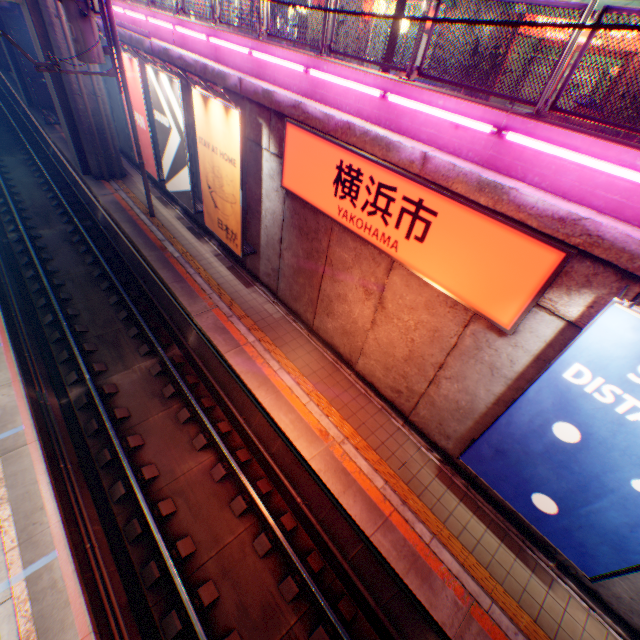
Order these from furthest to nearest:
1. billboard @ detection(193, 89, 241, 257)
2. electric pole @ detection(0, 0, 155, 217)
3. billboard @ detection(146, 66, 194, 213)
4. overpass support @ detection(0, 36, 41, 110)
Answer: overpass support @ detection(0, 36, 41, 110) → billboard @ detection(146, 66, 194, 213) → electric pole @ detection(0, 0, 155, 217) → billboard @ detection(193, 89, 241, 257)

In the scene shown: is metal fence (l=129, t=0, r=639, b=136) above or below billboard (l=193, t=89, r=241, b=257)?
above

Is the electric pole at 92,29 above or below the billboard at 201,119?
above

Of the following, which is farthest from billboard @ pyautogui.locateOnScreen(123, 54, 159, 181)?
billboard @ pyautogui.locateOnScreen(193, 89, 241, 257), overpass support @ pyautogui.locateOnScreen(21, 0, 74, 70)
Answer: billboard @ pyautogui.locateOnScreen(193, 89, 241, 257)

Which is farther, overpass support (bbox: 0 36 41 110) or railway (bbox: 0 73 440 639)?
overpass support (bbox: 0 36 41 110)

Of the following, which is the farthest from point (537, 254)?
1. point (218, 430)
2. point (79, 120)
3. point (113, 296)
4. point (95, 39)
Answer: point (79, 120)

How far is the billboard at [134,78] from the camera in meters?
12.2 m

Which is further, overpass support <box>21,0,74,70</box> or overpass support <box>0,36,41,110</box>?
overpass support <box>0,36,41,110</box>
